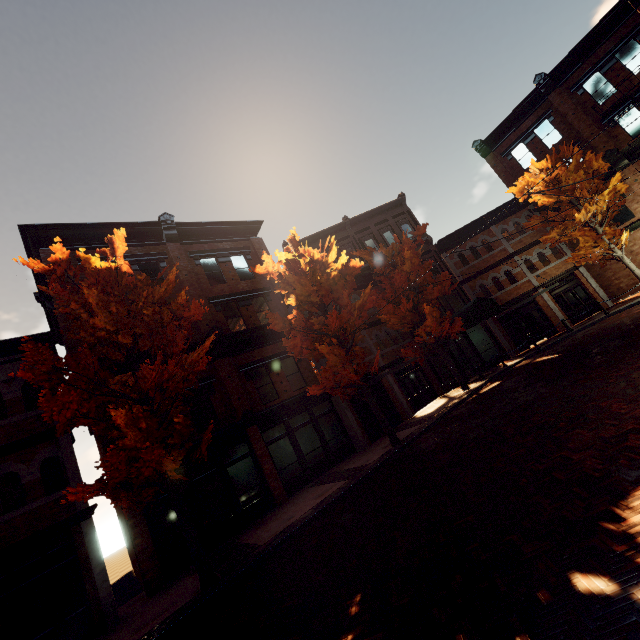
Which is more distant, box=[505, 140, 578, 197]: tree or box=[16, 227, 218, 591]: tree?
box=[505, 140, 578, 197]: tree

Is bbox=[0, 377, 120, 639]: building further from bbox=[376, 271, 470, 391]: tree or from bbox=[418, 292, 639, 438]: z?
bbox=[418, 292, 639, 438]: z

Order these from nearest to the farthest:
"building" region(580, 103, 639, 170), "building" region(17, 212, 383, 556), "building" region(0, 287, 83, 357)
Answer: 1. "building" region(0, 287, 83, 357)
2. "building" region(17, 212, 383, 556)
3. "building" region(580, 103, 639, 170)

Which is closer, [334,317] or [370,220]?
[334,317]

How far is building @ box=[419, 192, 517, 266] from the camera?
23.7m

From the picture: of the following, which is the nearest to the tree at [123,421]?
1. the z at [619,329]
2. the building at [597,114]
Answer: the building at [597,114]

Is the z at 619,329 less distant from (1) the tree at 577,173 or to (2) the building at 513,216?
(1) the tree at 577,173
